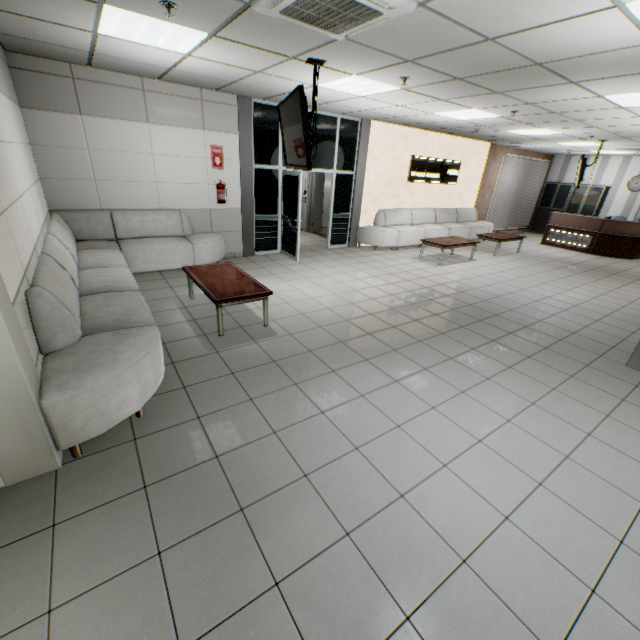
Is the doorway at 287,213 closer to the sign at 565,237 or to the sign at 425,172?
the sign at 425,172

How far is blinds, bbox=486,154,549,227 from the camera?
12.5 meters

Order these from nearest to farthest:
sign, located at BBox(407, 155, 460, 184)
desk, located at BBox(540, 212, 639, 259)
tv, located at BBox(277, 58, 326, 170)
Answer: tv, located at BBox(277, 58, 326, 170) → sign, located at BBox(407, 155, 460, 184) → desk, located at BBox(540, 212, 639, 259)

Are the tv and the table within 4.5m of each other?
yes

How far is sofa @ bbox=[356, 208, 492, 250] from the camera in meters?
9.2 m

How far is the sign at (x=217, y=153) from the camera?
6.59m

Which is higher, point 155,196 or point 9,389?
point 155,196

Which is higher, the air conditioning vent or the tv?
the air conditioning vent
